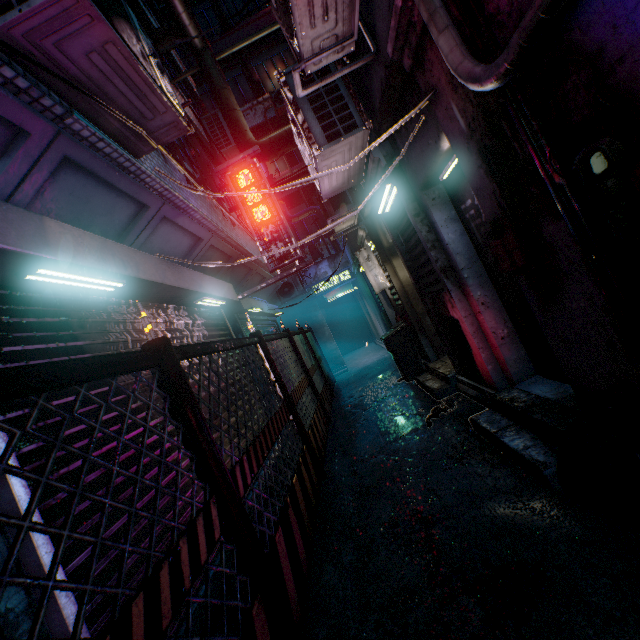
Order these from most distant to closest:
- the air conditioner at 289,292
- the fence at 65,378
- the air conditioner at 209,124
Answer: the air conditioner at 289,292 < the air conditioner at 209,124 < the fence at 65,378

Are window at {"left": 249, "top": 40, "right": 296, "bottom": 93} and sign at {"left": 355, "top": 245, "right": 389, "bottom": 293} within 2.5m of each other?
no

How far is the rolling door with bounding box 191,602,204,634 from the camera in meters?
2.0

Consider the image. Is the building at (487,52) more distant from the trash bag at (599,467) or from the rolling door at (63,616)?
the rolling door at (63,616)

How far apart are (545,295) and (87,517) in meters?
2.8 m

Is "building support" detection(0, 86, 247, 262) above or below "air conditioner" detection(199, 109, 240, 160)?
below

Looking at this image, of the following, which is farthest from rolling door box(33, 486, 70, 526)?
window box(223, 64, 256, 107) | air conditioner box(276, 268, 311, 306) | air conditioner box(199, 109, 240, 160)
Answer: window box(223, 64, 256, 107)

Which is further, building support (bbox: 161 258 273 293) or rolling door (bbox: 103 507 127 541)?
building support (bbox: 161 258 273 293)
